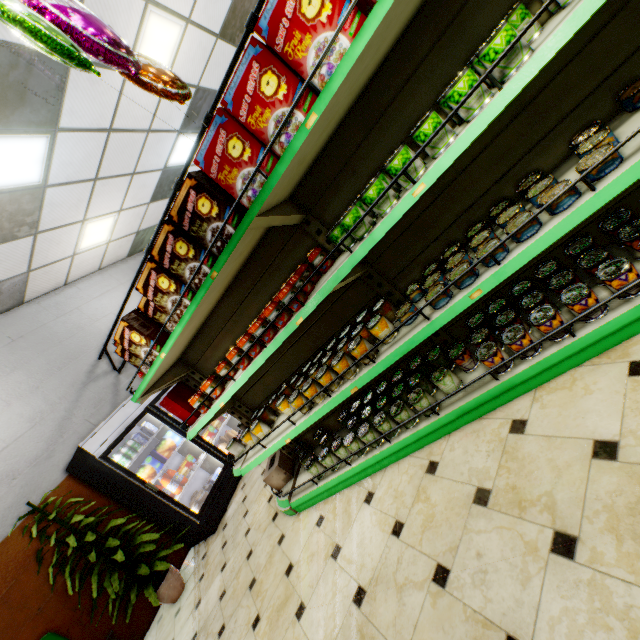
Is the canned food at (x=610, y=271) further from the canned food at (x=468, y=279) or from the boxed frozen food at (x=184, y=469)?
the boxed frozen food at (x=184, y=469)

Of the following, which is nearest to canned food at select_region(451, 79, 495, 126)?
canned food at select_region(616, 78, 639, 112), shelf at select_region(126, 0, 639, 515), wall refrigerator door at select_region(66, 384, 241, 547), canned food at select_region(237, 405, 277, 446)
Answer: shelf at select_region(126, 0, 639, 515)

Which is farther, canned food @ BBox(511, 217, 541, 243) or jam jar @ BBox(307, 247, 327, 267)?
jam jar @ BBox(307, 247, 327, 267)

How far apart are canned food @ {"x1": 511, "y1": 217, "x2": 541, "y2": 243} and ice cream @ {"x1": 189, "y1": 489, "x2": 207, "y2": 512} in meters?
4.7 m

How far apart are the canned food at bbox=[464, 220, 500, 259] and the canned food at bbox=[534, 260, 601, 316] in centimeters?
44cm

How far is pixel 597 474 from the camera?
1.4 meters

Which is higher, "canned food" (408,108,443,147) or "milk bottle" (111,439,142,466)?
"milk bottle" (111,439,142,466)

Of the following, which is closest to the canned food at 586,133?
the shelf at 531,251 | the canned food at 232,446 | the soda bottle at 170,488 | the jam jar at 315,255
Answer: the shelf at 531,251
